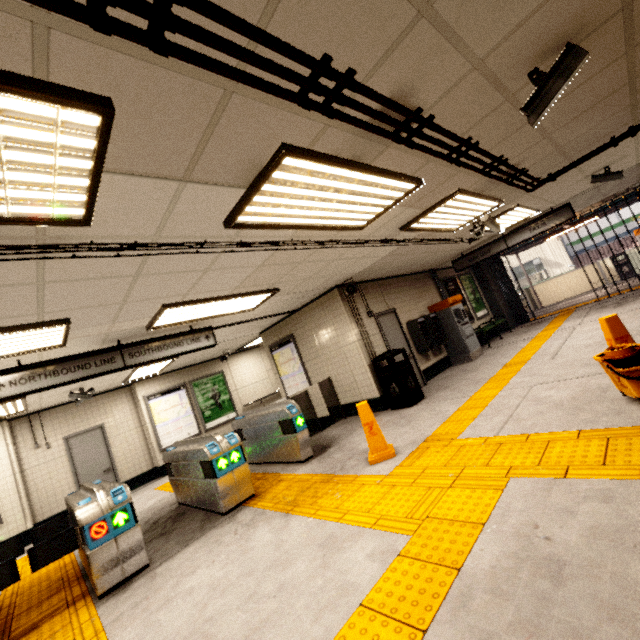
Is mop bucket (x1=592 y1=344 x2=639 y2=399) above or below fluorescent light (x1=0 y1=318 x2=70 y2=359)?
below

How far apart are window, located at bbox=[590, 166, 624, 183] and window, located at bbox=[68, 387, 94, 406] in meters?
11.8 m

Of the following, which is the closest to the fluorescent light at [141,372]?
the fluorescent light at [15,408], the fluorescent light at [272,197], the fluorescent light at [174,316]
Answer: the fluorescent light at [15,408]

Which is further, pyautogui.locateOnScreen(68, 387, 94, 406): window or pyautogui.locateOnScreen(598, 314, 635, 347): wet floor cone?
pyautogui.locateOnScreen(68, 387, 94, 406): window

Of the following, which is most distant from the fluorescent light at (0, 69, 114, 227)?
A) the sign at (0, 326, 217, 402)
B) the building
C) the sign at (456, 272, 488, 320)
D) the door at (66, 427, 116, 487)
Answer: the sign at (456, 272, 488, 320)

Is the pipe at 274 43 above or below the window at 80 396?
above

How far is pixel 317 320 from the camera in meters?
7.9 m

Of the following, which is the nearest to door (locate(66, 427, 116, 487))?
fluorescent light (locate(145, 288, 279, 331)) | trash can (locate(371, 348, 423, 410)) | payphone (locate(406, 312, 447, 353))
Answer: fluorescent light (locate(145, 288, 279, 331))
